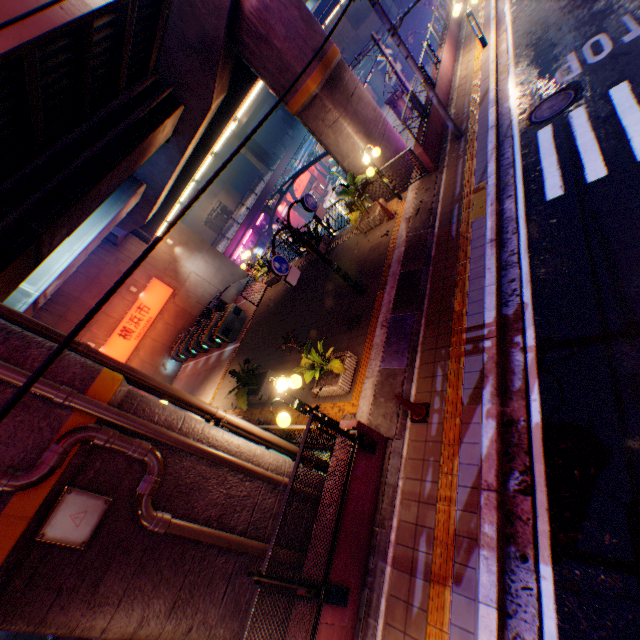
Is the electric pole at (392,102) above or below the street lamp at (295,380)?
below

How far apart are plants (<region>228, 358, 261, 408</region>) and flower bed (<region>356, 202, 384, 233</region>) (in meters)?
6.23

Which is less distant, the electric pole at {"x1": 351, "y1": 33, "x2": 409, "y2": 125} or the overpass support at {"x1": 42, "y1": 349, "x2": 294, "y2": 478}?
the overpass support at {"x1": 42, "y1": 349, "x2": 294, "y2": 478}

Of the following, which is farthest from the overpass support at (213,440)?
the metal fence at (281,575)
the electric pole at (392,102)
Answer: the electric pole at (392,102)

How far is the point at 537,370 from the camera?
5.5m

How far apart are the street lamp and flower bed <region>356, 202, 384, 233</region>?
7.5m

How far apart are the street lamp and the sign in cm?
1709

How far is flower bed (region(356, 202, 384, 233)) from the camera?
11.9m
